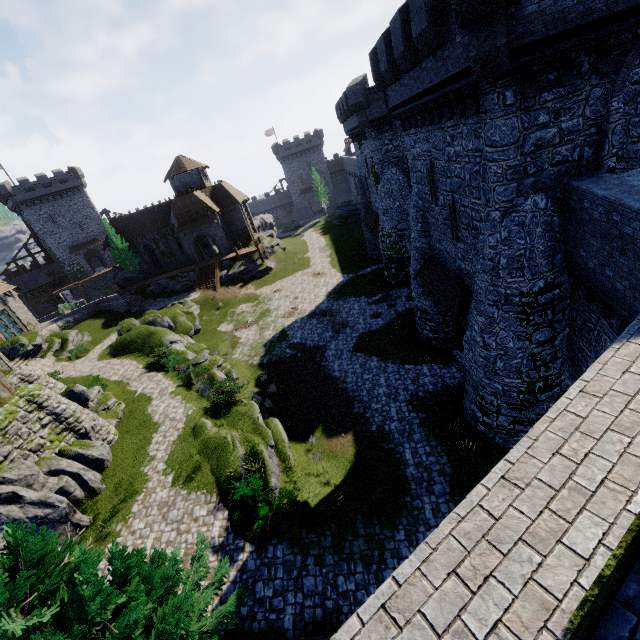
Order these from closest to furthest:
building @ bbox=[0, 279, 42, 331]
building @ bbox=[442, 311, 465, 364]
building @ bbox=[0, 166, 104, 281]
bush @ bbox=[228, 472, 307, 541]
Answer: bush @ bbox=[228, 472, 307, 541], building @ bbox=[442, 311, 465, 364], building @ bbox=[0, 279, 42, 331], building @ bbox=[0, 166, 104, 281]

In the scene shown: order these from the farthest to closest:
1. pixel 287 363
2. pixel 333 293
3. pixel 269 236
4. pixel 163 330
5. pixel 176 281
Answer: pixel 269 236 → pixel 176 281 → pixel 333 293 → pixel 163 330 → pixel 287 363

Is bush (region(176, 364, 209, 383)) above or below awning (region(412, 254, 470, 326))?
below

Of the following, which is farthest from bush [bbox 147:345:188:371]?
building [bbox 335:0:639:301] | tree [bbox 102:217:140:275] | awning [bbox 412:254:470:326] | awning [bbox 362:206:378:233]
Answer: tree [bbox 102:217:140:275]

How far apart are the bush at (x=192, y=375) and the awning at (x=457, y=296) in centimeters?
1542cm

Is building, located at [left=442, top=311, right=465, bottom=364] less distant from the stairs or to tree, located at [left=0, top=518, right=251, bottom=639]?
tree, located at [left=0, top=518, right=251, bottom=639]

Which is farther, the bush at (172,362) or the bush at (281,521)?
the bush at (172,362)

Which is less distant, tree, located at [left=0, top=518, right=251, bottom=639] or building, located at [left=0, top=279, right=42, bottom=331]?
tree, located at [left=0, top=518, right=251, bottom=639]
